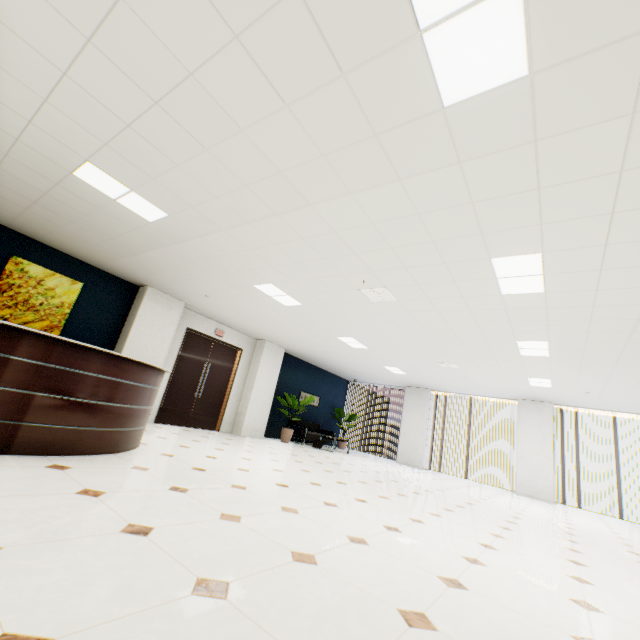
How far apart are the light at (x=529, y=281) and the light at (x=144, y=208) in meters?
4.1 m

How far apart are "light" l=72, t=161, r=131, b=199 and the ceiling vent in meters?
3.0

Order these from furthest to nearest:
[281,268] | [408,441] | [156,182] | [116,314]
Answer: [408,441] → [116,314] → [281,268] → [156,182]

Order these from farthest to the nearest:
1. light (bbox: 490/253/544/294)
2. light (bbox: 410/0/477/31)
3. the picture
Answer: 1. the picture
2. light (bbox: 490/253/544/294)
3. light (bbox: 410/0/477/31)

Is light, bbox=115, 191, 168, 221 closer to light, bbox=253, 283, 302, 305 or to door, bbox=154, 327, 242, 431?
light, bbox=253, 283, 302, 305

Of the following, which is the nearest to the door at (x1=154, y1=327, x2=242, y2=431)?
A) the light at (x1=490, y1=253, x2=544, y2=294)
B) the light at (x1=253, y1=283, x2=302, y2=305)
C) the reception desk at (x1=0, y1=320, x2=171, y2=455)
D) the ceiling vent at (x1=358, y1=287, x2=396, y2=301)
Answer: the reception desk at (x1=0, y1=320, x2=171, y2=455)

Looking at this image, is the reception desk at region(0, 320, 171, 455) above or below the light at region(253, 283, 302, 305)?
below

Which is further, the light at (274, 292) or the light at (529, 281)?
the light at (274, 292)
